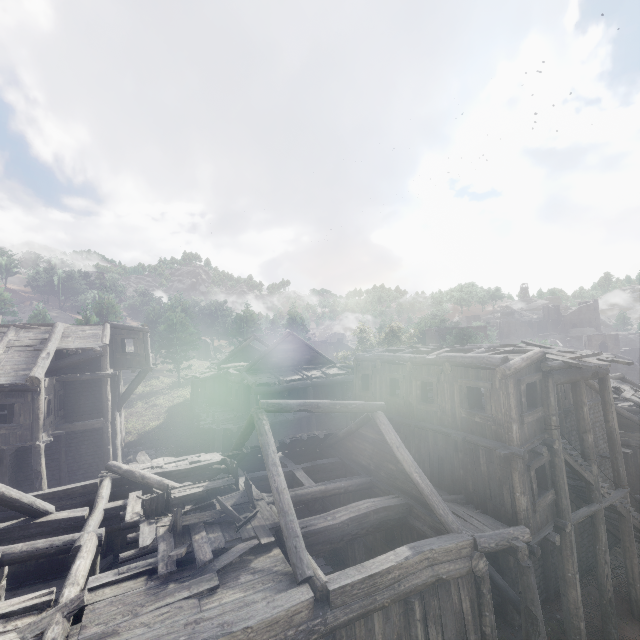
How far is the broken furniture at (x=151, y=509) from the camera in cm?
877

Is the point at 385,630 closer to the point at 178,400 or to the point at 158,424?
the point at 158,424

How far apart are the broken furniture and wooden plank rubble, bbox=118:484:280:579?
0.0 meters

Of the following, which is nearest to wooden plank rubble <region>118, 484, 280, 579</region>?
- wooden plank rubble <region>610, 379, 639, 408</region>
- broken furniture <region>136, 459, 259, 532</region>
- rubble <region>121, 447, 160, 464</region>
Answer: broken furniture <region>136, 459, 259, 532</region>

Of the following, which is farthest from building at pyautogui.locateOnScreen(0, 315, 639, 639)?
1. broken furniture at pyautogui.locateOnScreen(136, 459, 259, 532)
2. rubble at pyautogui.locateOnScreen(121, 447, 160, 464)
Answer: broken furniture at pyautogui.locateOnScreen(136, 459, 259, 532)

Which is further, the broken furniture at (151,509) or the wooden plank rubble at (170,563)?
the broken furniture at (151,509)

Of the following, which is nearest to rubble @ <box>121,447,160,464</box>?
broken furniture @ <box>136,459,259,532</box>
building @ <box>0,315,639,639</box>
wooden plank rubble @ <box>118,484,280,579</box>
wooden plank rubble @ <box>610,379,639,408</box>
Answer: building @ <box>0,315,639,639</box>
